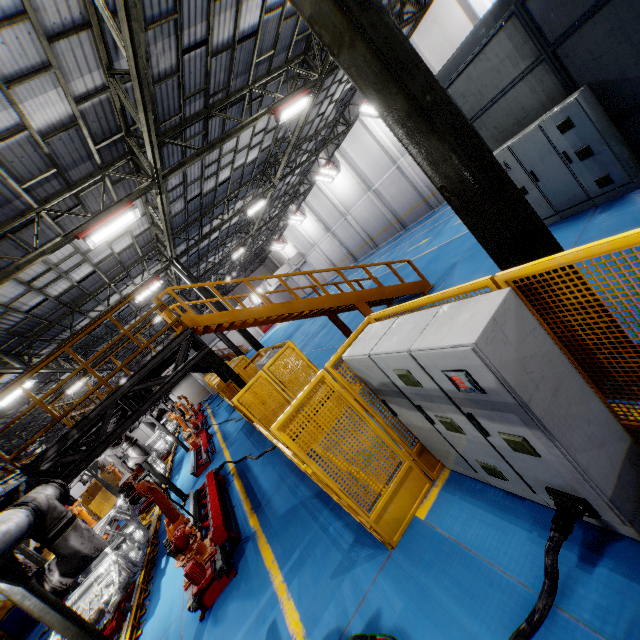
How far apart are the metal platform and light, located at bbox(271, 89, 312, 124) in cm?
1202

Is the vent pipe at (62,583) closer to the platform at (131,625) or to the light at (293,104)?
the platform at (131,625)

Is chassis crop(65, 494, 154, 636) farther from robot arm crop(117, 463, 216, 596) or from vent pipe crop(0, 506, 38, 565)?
vent pipe crop(0, 506, 38, 565)

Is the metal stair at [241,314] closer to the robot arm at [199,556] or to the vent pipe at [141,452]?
the robot arm at [199,556]

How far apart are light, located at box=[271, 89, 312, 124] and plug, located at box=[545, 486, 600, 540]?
12.3m

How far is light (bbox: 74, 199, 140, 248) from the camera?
8.40m

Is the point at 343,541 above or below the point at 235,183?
below

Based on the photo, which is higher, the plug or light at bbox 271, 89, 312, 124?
light at bbox 271, 89, 312, 124
